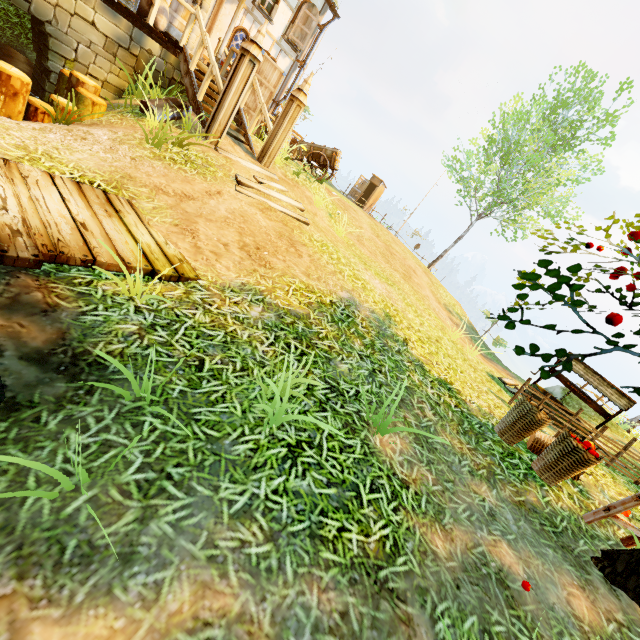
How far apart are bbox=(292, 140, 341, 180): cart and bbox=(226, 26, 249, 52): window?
3.0m

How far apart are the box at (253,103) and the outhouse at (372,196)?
16.9m

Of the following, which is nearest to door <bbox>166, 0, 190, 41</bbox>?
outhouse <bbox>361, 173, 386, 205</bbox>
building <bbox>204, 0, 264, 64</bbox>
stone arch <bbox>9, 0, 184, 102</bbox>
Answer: building <bbox>204, 0, 264, 64</bbox>

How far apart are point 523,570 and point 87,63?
11.4m

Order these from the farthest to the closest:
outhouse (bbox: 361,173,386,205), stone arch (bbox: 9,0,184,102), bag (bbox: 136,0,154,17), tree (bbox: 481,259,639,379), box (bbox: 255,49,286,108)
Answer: outhouse (bbox: 361,173,386,205)
box (bbox: 255,49,286,108)
bag (bbox: 136,0,154,17)
stone arch (bbox: 9,0,184,102)
tree (bbox: 481,259,639,379)

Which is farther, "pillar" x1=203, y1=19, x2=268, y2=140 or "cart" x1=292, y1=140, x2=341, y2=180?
"cart" x1=292, y1=140, x2=341, y2=180

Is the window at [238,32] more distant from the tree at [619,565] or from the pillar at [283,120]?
the tree at [619,565]

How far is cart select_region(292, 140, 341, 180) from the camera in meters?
12.3
